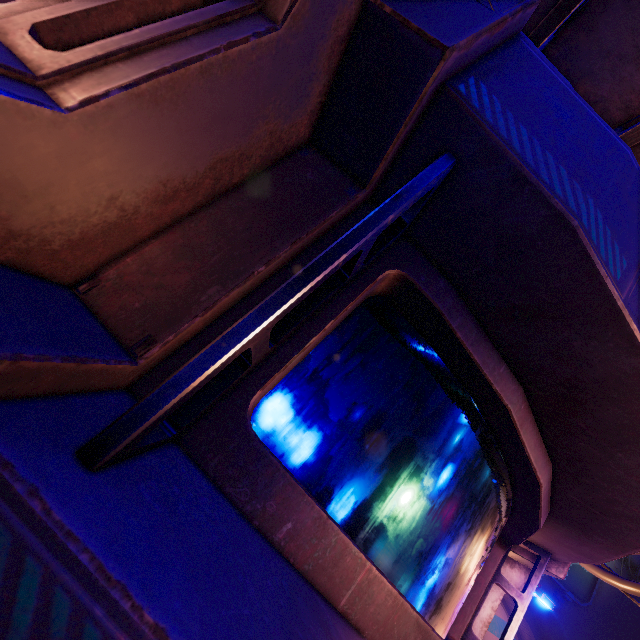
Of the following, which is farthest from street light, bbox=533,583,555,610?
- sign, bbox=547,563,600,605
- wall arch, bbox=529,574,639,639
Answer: sign, bbox=547,563,600,605

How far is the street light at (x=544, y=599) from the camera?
6.10m

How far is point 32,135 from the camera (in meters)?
0.70

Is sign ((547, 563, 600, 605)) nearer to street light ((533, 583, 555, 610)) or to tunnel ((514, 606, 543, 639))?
tunnel ((514, 606, 543, 639))

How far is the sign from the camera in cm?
1962

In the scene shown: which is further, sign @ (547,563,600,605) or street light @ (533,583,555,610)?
sign @ (547,563,600,605)

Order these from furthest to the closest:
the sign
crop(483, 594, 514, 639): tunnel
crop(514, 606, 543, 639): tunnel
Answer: crop(483, 594, 514, 639): tunnel < crop(514, 606, 543, 639): tunnel < the sign

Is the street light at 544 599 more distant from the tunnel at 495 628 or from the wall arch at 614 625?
the tunnel at 495 628
